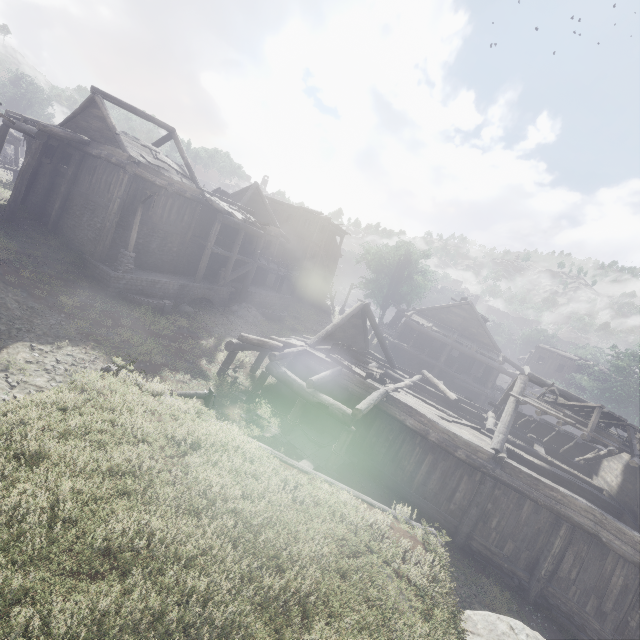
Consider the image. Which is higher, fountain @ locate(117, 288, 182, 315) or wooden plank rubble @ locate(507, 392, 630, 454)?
wooden plank rubble @ locate(507, 392, 630, 454)

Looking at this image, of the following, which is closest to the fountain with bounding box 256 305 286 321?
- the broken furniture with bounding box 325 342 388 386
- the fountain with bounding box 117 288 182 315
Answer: the fountain with bounding box 117 288 182 315

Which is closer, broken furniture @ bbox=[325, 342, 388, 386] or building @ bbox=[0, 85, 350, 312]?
broken furniture @ bbox=[325, 342, 388, 386]

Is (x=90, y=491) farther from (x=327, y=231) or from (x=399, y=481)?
(x=327, y=231)

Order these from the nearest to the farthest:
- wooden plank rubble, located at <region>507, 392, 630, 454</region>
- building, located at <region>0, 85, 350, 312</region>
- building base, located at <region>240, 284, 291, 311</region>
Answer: wooden plank rubble, located at <region>507, 392, 630, 454</region> < building, located at <region>0, 85, 350, 312</region> < building base, located at <region>240, 284, 291, 311</region>

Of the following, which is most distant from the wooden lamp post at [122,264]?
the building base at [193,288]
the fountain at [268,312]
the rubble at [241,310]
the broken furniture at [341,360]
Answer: the broken furniture at [341,360]

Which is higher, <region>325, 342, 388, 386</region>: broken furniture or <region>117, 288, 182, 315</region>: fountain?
<region>325, 342, 388, 386</region>: broken furniture

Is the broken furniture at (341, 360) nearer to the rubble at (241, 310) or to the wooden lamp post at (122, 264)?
the rubble at (241, 310)
